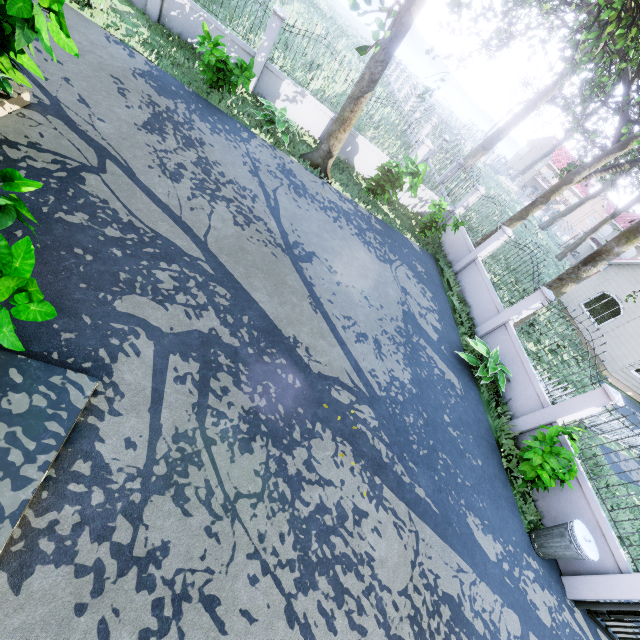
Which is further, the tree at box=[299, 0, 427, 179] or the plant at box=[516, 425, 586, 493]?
the plant at box=[516, 425, 586, 493]

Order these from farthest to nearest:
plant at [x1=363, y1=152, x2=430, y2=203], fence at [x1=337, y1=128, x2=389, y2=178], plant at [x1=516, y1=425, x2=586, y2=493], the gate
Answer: fence at [x1=337, y1=128, x2=389, y2=178], plant at [x1=363, y1=152, x2=430, y2=203], plant at [x1=516, y1=425, x2=586, y2=493], the gate

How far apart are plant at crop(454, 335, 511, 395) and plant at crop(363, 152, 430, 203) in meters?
5.2 m

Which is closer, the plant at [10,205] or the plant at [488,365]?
the plant at [10,205]

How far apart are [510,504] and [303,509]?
5.32m

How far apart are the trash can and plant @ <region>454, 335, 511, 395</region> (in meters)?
3.10

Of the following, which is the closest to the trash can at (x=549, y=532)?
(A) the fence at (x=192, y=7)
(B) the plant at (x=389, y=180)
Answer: (A) the fence at (x=192, y=7)

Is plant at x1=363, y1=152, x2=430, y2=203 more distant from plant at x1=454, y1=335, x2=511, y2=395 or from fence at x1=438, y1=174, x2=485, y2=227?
plant at x1=454, y1=335, x2=511, y2=395
